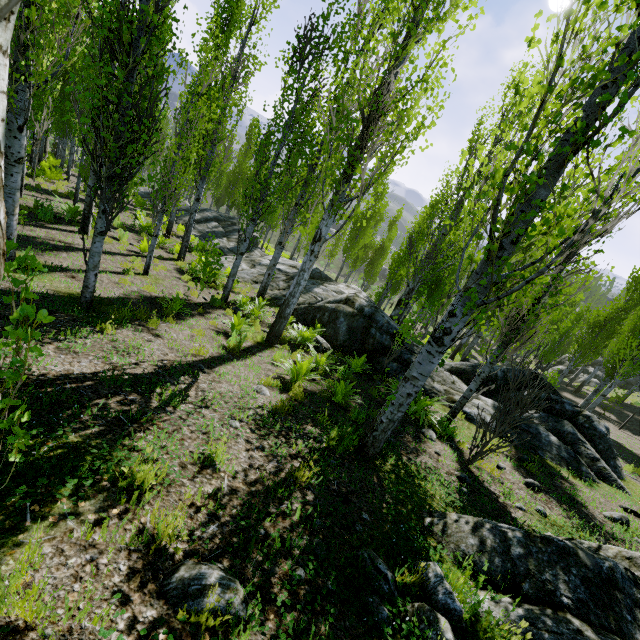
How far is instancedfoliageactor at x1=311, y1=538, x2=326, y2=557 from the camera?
2.6m

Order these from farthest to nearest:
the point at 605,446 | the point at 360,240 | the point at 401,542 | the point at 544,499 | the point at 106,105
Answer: the point at 360,240 → the point at 605,446 → the point at 544,499 → the point at 106,105 → the point at 401,542

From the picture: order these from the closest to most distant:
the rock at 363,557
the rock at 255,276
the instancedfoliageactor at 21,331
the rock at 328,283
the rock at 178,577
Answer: the rock at 178,577 → the rock at 363,557 → the instancedfoliageactor at 21,331 → the rock at 328,283 → the rock at 255,276

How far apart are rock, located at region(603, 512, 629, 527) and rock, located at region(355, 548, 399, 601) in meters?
6.1 m

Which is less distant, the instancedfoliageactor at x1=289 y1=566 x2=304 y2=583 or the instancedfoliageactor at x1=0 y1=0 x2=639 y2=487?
the instancedfoliageactor at x1=289 y1=566 x2=304 y2=583

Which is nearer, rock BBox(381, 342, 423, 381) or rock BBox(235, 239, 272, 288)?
rock BBox(381, 342, 423, 381)

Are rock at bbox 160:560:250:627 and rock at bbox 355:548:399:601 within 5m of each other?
yes

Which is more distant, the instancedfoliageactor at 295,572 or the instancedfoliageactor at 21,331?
the instancedfoliageactor at 21,331
